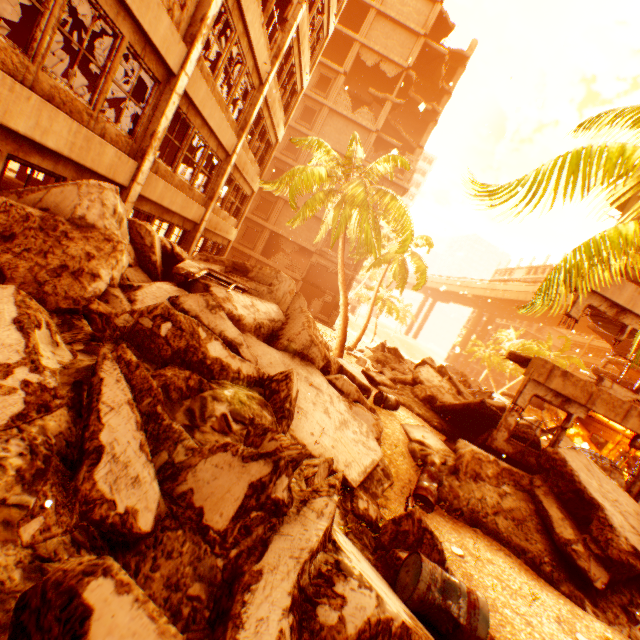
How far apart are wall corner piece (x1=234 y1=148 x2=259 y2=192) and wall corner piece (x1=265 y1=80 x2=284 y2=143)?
2.24m

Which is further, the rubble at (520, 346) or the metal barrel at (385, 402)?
the rubble at (520, 346)

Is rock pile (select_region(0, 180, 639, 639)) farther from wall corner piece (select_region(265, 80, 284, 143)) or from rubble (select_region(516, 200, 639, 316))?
wall corner piece (select_region(265, 80, 284, 143))

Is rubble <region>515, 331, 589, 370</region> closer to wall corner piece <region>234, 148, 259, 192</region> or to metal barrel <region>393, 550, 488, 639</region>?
wall corner piece <region>234, 148, 259, 192</region>

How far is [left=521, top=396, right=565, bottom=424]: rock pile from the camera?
15.0m

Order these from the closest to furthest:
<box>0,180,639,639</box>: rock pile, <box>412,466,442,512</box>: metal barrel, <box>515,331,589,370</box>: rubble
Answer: <box>0,180,639,639</box>: rock pile < <box>412,466,442,512</box>: metal barrel < <box>515,331,589,370</box>: rubble

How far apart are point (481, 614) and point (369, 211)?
13.9m

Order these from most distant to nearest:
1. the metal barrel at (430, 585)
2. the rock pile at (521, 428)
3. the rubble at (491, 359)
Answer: the rubble at (491, 359) → the rock pile at (521, 428) → the metal barrel at (430, 585)
